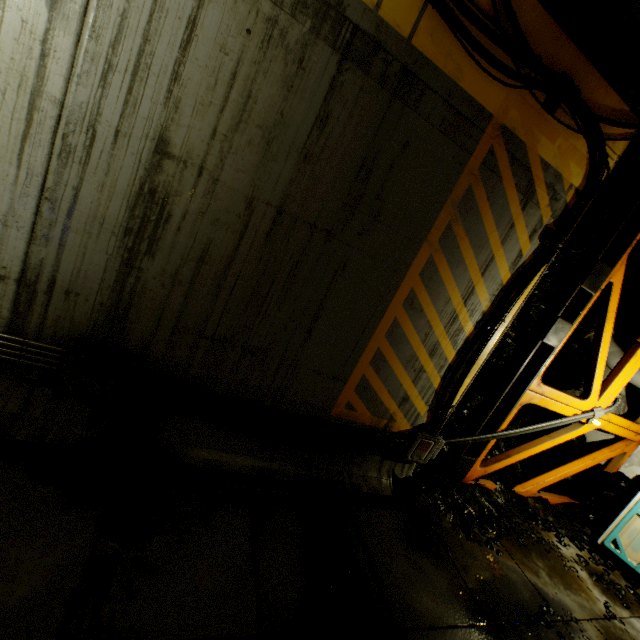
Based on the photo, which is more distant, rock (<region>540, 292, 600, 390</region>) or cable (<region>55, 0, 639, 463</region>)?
rock (<region>540, 292, 600, 390</region>)

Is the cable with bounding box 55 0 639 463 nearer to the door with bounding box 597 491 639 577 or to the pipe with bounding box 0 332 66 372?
the pipe with bounding box 0 332 66 372

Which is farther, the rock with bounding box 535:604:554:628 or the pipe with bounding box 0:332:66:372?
the rock with bounding box 535:604:554:628

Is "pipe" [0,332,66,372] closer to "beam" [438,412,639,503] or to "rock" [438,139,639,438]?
"rock" [438,139,639,438]

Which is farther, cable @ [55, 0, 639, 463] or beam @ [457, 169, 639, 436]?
beam @ [457, 169, 639, 436]

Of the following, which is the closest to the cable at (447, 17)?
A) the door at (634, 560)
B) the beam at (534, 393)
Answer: the beam at (534, 393)

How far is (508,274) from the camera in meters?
4.7 m

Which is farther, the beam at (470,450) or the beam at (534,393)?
the beam at (470,450)
